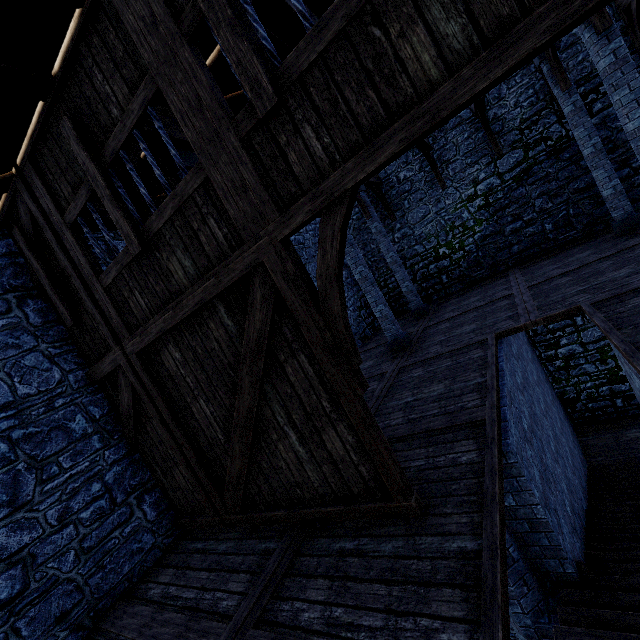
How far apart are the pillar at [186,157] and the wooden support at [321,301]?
2.0 meters

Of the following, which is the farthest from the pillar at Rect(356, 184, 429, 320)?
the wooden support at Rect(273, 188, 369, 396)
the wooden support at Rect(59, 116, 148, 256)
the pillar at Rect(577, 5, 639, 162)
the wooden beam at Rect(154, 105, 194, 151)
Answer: the wooden support at Rect(273, 188, 369, 396)

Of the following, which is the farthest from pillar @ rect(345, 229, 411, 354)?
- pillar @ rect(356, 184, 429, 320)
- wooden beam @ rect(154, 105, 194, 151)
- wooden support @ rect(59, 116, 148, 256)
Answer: wooden support @ rect(59, 116, 148, 256)

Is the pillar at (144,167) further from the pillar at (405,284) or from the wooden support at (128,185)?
the pillar at (405,284)

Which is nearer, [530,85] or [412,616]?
[412,616]

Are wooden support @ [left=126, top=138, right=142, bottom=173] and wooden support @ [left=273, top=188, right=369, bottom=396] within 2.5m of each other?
yes

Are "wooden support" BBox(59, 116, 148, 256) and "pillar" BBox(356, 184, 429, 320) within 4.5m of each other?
no

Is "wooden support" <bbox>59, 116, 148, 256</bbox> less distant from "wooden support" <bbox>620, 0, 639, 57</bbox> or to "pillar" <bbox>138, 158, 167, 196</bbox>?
"pillar" <bbox>138, 158, 167, 196</bbox>
